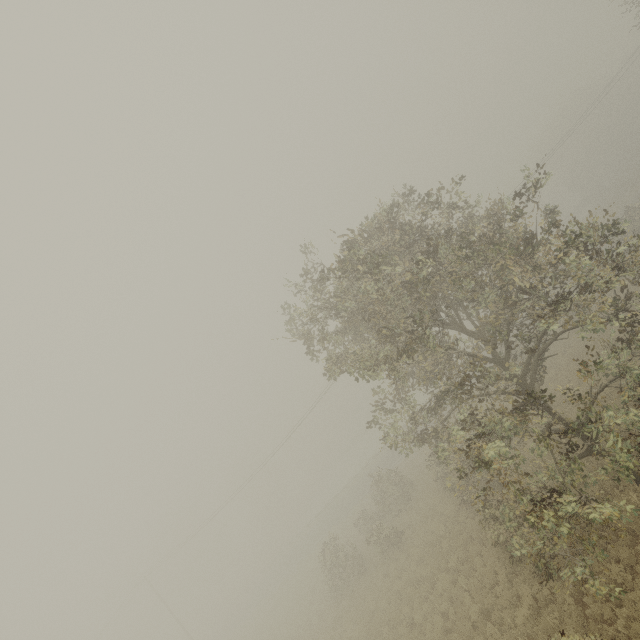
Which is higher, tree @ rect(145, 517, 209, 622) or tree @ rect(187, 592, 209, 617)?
tree @ rect(145, 517, 209, 622)

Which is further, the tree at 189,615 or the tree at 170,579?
the tree at 189,615

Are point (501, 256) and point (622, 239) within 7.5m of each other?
yes

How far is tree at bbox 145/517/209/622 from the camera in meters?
54.8

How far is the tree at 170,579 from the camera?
54.8 meters

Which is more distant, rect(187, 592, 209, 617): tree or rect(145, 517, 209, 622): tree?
rect(187, 592, 209, 617): tree
